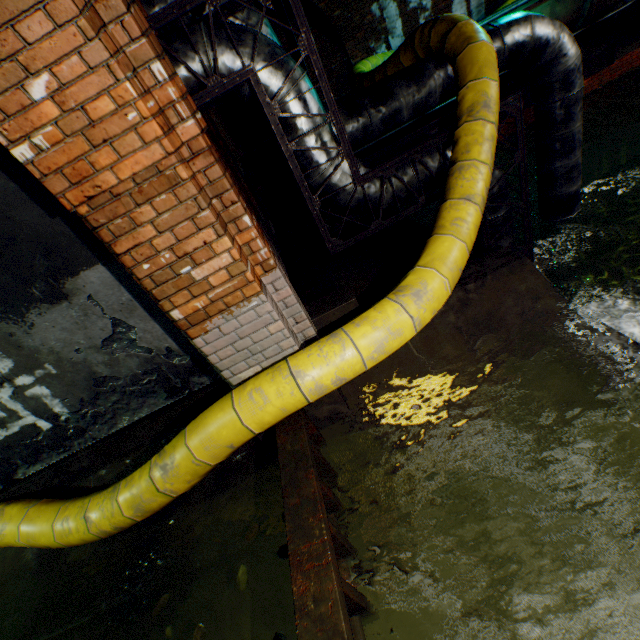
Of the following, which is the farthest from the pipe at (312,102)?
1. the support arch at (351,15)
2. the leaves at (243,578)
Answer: the support arch at (351,15)

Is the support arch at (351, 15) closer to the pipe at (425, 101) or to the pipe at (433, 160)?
the pipe at (425, 101)

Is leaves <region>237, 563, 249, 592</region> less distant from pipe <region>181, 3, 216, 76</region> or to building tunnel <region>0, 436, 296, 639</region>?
building tunnel <region>0, 436, 296, 639</region>

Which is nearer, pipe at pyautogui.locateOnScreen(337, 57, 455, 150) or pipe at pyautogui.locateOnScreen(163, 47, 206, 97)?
pipe at pyautogui.locateOnScreen(163, 47, 206, 97)

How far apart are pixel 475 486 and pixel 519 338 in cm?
137

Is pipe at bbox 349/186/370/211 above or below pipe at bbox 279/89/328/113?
below

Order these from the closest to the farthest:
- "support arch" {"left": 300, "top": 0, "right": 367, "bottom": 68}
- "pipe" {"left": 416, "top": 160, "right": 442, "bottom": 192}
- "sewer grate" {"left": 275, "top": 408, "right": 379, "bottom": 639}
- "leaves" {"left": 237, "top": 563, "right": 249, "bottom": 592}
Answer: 1. "sewer grate" {"left": 275, "top": 408, "right": 379, "bottom": 639}
2. "leaves" {"left": 237, "top": 563, "right": 249, "bottom": 592}
3. "pipe" {"left": 416, "top": 160, "right": 442, "bottom": 192}
4. "support arch" {"left": 300, "top": 0, "right": 367, "bottom": 68}

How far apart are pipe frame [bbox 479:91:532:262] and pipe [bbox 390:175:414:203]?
0.04m
